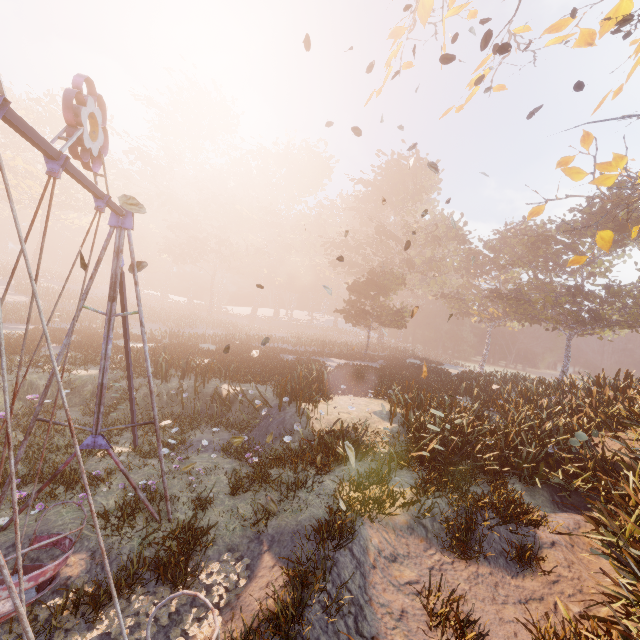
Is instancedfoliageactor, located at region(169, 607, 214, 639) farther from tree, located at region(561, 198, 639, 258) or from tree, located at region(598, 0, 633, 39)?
tree, located at region(561, 198, 639, 258)

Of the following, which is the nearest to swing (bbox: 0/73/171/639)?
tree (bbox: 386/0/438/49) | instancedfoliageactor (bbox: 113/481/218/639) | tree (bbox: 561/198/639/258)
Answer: instancedfoliageactor (bbox: 113/481/218/639)

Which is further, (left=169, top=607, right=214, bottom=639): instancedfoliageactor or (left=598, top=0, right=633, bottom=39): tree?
(left=598, top=0, right=633, bottom=39): tree

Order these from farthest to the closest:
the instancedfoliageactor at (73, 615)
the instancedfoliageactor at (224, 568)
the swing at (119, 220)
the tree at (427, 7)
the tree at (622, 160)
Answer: the tree at (622, 160), the tree at (427, 7), the instancedfoliageactor at (224, 568), the instancedfoliageactor at (73, 615), the swing at (119, 220)

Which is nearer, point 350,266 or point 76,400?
point 76,400

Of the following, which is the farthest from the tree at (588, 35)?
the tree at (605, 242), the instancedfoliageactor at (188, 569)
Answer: the instancedfoliageactor at (188, 569)

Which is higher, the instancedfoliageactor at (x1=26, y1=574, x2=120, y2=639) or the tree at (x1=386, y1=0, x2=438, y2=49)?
the tree at (x1=386, y1=0, x2=438, y2=49)

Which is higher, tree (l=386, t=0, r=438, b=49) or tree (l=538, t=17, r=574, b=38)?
tree (l=538, t=17, r=574, b=38)
